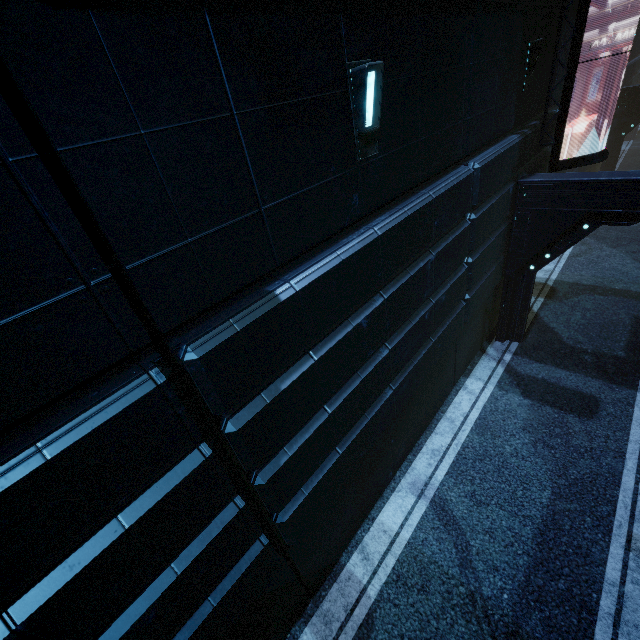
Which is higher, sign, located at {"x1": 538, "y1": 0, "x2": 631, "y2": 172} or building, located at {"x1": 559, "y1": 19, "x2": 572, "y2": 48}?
building, located at {"x1": 559, "y1": 19, "x2": 572, "y2": 48}

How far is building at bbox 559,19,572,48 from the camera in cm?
806

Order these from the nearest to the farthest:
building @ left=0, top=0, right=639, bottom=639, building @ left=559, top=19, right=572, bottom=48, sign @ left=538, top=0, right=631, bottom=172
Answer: building @ left=0, top=0, right=639, bottom=639
sign @ left=538, top=0, right=631, bottom=172
building @ left=559, top=19, right=572, bottom=48

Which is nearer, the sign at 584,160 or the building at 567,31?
the sign at 584,160

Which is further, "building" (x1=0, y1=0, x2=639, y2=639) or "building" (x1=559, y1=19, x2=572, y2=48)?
"building" (x1=559, y1=19, x2=572, y2=48)

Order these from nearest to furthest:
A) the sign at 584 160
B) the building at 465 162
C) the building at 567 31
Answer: the building at 465 162 → the sign at 584 160 → the building at 567 31

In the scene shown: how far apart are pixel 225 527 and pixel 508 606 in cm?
520

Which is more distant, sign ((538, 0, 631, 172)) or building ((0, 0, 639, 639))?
sign ((538, 0, 631, 172))
